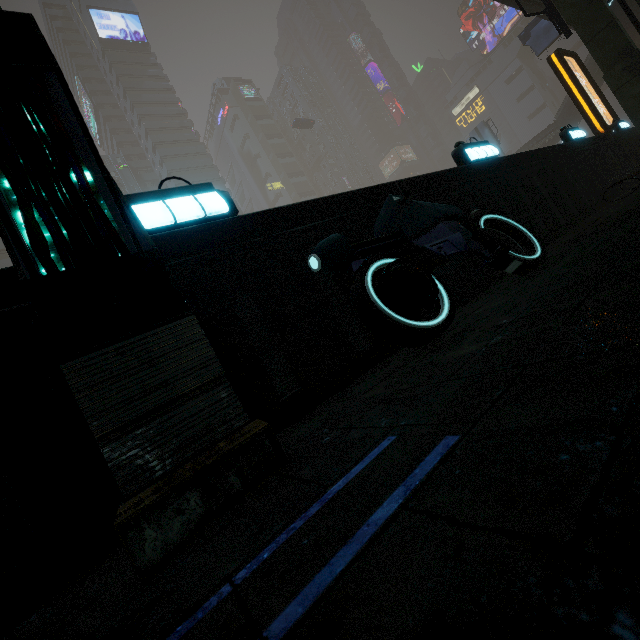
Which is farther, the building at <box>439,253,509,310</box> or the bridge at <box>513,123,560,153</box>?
the bridge at <box>513,123,560,153</box>

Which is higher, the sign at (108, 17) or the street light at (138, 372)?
the sign at (108, 17)

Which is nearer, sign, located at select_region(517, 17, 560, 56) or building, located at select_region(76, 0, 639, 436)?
building, located at select_region(76, 0, 639, 436)

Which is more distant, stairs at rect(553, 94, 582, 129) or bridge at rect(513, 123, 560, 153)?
→ bridge at rect(513, 123, 560, 153)

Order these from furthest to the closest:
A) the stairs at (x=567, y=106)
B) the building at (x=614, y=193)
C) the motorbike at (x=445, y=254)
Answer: the stairs at (x=567, y=106), the building at (x=614, y=193), the motorbike at (x=445, y=254)

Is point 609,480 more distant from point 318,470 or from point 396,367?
point 396,367

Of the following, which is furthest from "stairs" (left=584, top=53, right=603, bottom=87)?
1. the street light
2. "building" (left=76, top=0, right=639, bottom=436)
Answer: the street light

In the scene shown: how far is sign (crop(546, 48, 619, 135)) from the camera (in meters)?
12.64
